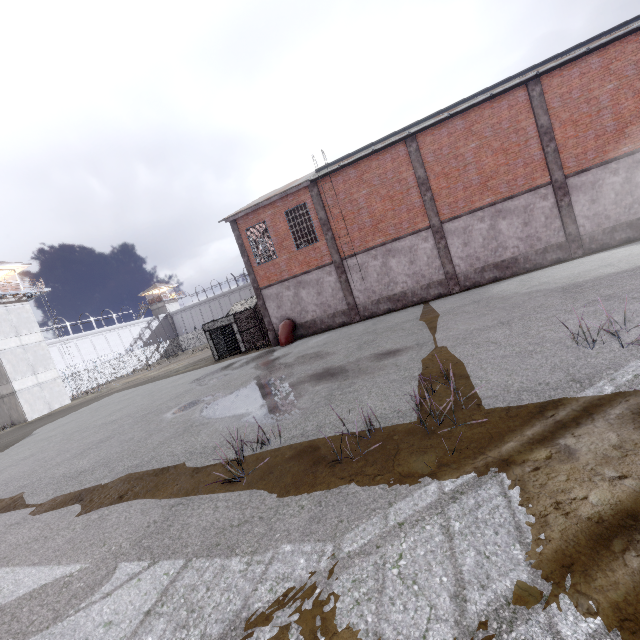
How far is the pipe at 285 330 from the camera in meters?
20.2

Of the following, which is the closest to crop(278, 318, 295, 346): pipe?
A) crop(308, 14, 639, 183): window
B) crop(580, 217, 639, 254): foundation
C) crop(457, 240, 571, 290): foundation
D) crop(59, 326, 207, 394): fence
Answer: crop(308, 14, 639, 183): window

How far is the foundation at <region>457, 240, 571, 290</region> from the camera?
16.6m

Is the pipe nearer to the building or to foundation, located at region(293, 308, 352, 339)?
foundation, located at region(293, 308, 352, 339)

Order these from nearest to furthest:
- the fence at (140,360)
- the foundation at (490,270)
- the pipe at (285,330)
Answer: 1. the foundation at (490,270)
2. the pipe at (285,330)
3. the fence at (140,360)

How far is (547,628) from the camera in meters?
2.2

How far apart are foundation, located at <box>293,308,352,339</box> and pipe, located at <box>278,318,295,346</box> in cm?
5

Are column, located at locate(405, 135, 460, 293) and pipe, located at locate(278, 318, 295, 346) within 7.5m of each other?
no
